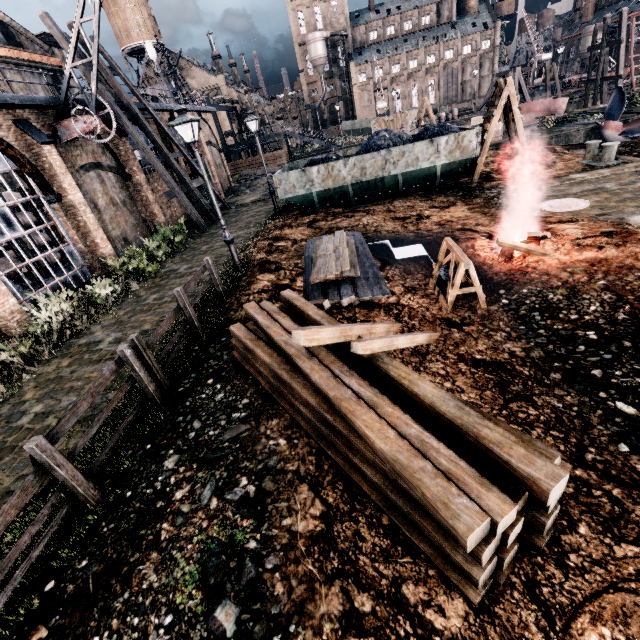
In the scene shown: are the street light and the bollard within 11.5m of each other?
no

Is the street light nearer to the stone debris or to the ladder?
the ladder

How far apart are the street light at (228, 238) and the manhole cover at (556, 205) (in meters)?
11.76

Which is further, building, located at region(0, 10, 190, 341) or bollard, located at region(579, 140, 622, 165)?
bollard, located at region(579, 140, 622, 165)

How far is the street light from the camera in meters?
10.1

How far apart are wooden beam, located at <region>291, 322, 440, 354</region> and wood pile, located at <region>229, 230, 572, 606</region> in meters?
0.0

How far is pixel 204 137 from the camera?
32.19m

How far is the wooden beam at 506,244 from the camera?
8.57m
